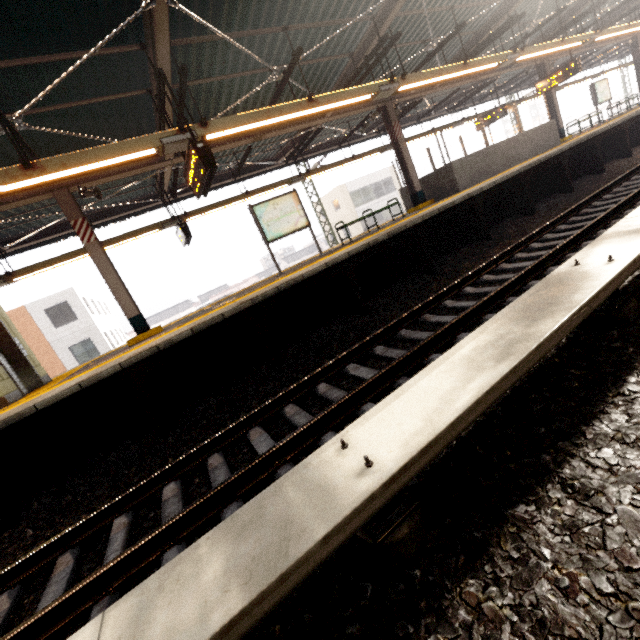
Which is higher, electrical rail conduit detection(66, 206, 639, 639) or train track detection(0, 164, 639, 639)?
electrical rail conduit detection(66, 206, 639, 639)

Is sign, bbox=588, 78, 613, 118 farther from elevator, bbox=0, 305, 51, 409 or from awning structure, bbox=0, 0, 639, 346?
elevator, bbox=0, 305, 51, 409

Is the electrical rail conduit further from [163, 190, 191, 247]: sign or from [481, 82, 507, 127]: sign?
[163, 190, 191, 247]: sign

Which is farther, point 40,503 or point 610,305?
point 40,503

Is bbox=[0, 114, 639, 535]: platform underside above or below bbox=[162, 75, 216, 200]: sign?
below

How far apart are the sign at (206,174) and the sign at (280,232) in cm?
222

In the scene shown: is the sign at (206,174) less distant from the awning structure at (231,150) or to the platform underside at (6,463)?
the awning structure at (231,150)

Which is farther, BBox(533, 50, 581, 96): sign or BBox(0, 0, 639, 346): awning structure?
BBox(533, 50, 581, 96): sign
